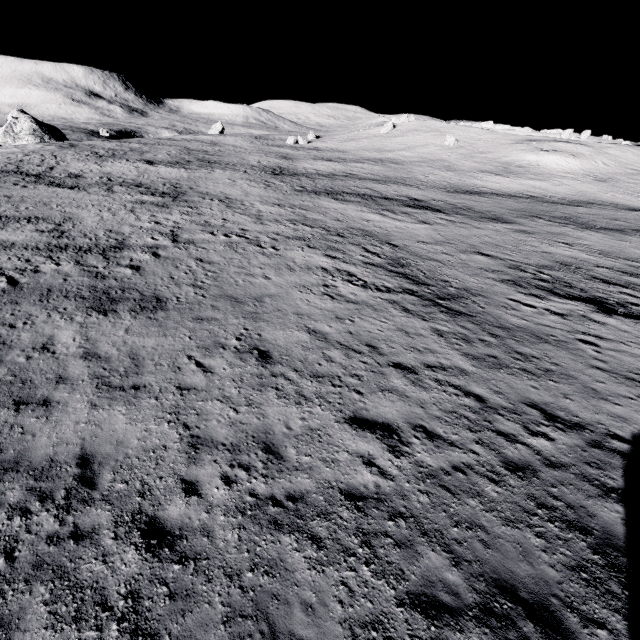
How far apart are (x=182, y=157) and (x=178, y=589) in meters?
66.5
